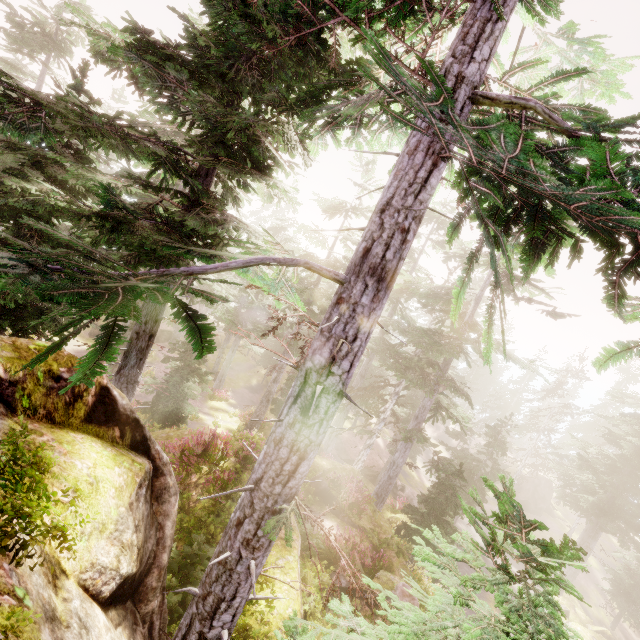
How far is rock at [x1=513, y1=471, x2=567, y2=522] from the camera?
42.0m

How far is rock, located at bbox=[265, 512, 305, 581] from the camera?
8.20m

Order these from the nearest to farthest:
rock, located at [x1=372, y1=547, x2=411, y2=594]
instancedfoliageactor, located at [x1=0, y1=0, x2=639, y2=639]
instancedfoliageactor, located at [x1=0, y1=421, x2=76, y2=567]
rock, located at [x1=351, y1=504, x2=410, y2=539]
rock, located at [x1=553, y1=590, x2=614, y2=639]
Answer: instancedfoliageactor, located at [x1=0, y1=421, x2=76, y2=567], instancedfoliageactor, located at [x1=0, y1=0, x2=639, y2=639], rock, located at [x1=372, y1=547, x2=411, y2=594], rock, located at [x1=351, y1=504, x2=410, y2=539], rock, located at [x1=553, y1=590, x2=614, y2=639]

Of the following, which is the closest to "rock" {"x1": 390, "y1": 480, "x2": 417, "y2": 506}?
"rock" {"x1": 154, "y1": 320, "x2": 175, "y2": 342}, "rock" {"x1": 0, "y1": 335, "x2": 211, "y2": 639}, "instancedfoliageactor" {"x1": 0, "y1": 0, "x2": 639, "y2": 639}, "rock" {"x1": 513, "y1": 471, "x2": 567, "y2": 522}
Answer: "instancedfoliageactor" {"x1": 0, "y1": 0, "x2": 639, "y2": 639}

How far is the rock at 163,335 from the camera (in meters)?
35.16

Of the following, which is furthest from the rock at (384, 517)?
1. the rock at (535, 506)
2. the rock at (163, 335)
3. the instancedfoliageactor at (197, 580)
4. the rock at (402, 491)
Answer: the rock at (163, 335)

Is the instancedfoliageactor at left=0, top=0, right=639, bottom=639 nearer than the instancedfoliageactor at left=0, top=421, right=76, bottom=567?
No

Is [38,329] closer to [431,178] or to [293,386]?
[293,386]
